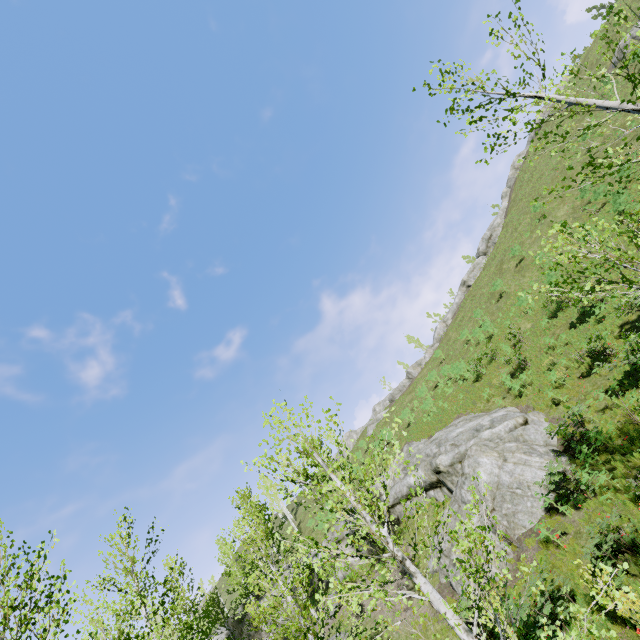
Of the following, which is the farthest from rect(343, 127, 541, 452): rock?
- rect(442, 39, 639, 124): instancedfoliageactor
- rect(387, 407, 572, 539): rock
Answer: rect(442, 39, 639, 124): instancedfoliageactor

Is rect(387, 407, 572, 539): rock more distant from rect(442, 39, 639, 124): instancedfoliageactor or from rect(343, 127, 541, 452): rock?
rect(343, 127, 541, 452): rock

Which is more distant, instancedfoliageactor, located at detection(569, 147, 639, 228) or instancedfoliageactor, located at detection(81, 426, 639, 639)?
instancedfoliageactor, located at detection(569, 147, 639, 228)

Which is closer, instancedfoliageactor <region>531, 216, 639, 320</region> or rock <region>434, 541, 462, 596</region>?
instancedfoliageactor <region>531, 216, 639, 320</region>

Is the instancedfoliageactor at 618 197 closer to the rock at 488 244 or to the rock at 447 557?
the rock at 447 557

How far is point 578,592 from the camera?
9.7 meters

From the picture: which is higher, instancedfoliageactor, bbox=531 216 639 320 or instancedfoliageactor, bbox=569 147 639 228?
instancedfoliageactor, bbox=569 147 639 228

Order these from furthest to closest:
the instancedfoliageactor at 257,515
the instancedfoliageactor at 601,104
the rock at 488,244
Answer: the rock at 488,244 → the instancedfoliageactor at 601,104 → the instancedfoliageactor at 257,515
